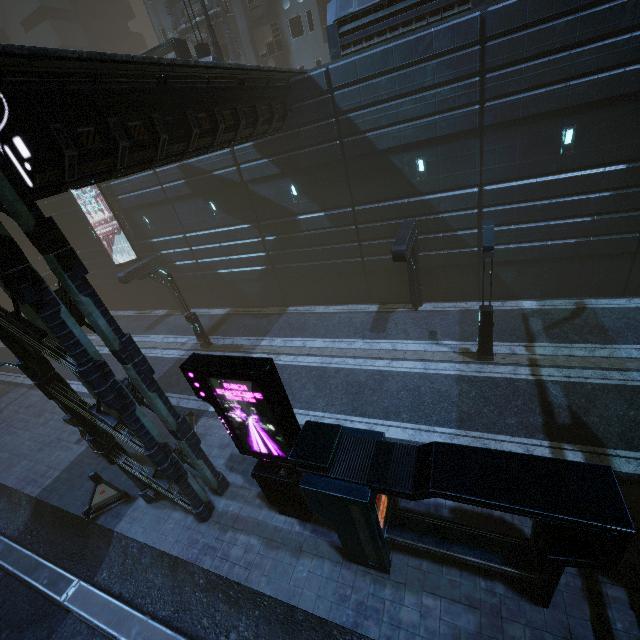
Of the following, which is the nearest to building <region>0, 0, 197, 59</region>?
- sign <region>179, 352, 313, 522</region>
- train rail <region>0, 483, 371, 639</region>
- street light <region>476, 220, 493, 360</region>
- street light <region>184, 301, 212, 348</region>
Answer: train rail <region>0, 483, 371, 639</region>

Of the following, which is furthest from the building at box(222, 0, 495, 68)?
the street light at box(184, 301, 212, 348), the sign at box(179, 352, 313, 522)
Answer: the street light at box(184, 301, 212, 348)

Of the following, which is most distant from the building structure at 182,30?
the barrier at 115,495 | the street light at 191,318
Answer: the barrier at 115,495

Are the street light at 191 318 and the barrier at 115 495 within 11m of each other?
yes

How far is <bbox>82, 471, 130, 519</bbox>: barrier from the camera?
11.73m

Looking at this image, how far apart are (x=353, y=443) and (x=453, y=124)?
13.3m

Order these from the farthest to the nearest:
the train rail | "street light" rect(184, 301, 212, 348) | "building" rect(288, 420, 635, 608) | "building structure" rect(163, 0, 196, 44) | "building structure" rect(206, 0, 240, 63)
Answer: "building structure" rect(163, 0, 196, 44) → "building structure" rect(206, 0, 240, 63) → "street light" rect(184, 301, 212, 348) → the train rail → "building" rect(288, 420, 635, 608)
